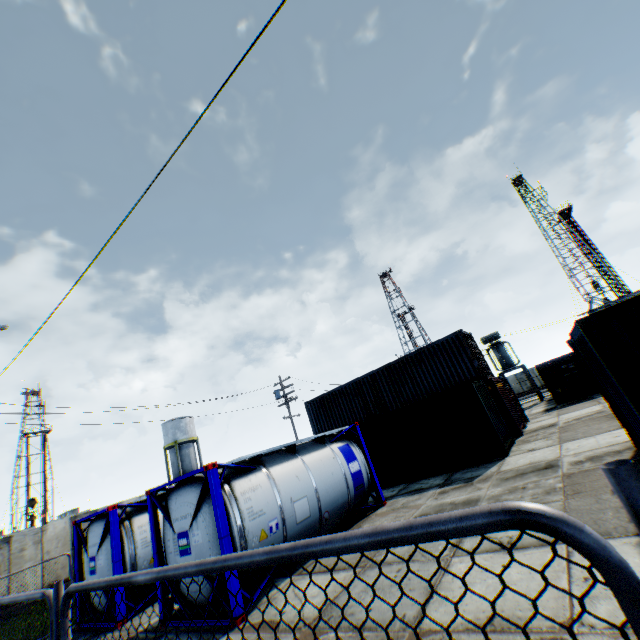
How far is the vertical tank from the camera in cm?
4166

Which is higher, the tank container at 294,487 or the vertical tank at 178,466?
the vertical tank at 178,466

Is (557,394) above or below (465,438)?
below

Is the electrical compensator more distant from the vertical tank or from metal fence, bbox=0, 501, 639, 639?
the vertical tank

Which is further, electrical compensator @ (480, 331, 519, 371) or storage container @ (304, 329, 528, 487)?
electrical compensator @ (480, 331, 519, 371)

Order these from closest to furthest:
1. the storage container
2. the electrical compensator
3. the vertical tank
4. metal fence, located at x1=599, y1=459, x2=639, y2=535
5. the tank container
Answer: metal fence, located at x1=599, y1=459, x2=639, y2=535 < the tank container < the storage container < the electrical compensator < the vertical tank

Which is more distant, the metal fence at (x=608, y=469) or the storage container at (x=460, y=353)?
the storage container at (x=460, y=353)

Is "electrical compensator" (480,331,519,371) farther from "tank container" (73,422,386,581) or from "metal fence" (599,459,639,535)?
"metal fence" (599,459,639,535)
